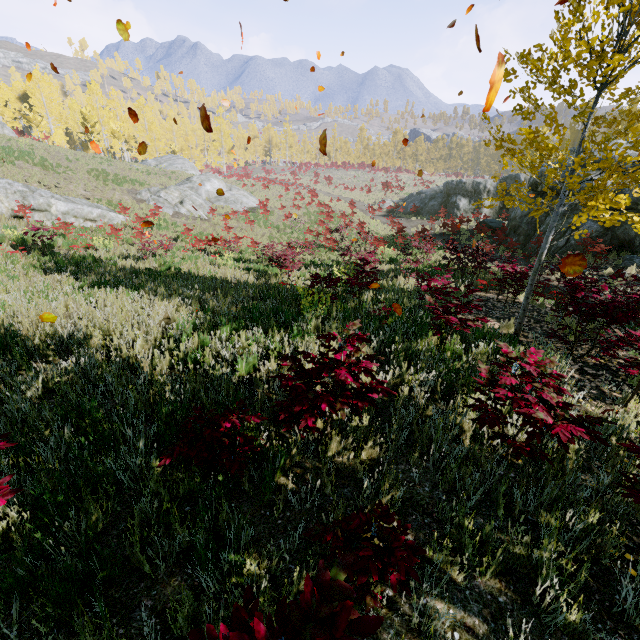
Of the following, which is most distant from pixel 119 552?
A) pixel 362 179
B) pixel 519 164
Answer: pixel 362 179

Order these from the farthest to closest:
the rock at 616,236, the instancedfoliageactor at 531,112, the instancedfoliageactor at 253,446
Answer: the rock at 616,236 < the instancedfoliageactor at 531,112 < the instancedfoliageactor at 253,446

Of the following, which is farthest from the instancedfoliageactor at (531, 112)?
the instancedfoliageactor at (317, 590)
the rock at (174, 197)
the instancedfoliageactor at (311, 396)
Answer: the rock at (174, 197)

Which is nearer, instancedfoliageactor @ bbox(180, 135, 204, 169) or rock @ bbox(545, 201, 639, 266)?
rock @ bbox(545, 201, 639, 266)

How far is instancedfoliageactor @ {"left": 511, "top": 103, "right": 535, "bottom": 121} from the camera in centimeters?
499cm

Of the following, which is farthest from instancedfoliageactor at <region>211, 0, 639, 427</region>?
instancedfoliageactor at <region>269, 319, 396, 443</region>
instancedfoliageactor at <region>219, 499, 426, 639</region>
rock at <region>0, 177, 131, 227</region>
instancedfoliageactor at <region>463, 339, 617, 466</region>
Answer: rock at <region>0, 177, 131, 227</region>

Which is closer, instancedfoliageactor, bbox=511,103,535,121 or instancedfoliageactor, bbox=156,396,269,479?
instancedfoliageactor, bbox=156,396,269,479

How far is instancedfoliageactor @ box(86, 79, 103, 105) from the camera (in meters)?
40.94
